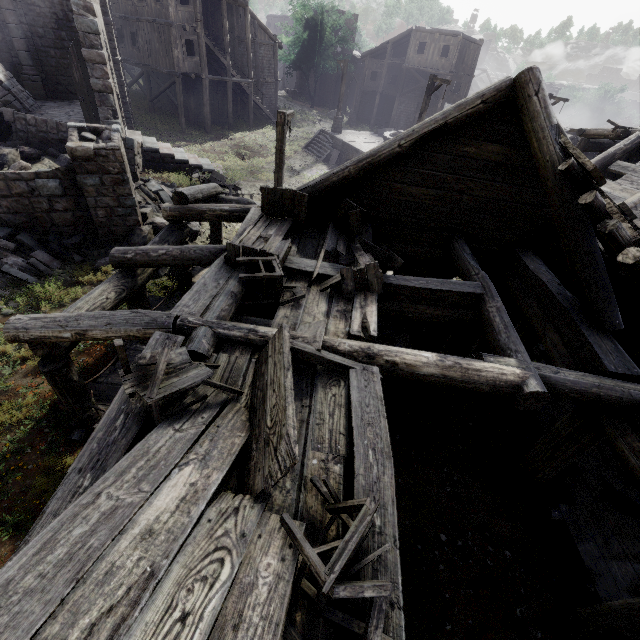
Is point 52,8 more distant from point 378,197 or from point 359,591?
point 359,591

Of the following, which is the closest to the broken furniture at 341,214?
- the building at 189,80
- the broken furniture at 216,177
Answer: the building at 189,80

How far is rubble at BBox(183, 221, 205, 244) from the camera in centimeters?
1232cm

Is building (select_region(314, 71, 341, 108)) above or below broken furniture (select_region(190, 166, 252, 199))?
above

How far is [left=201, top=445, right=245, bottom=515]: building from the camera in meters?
2.7

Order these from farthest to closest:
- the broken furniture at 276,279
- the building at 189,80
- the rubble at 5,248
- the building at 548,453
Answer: the building at 189,80 < the rubble at 5,248 < the broken furniture at 276,279 < the building at 548,453

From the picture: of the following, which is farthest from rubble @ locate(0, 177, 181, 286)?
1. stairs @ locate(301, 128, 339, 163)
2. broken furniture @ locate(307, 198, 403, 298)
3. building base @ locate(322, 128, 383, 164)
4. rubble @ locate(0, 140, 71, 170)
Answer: stairs @ locate(301, 128, 339, 163)
